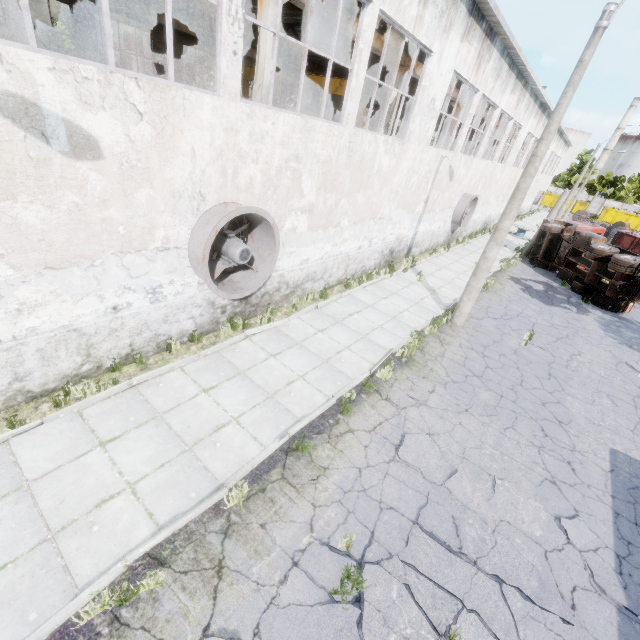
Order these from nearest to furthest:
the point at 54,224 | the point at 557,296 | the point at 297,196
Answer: the point at 54,224
the point at 297,196
the point at 557,296

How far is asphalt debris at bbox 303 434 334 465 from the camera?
6.1m

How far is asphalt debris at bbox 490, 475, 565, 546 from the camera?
5.62m

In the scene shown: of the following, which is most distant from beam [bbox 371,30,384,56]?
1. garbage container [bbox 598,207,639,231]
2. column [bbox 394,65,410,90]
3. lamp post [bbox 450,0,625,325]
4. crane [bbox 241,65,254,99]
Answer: garbage container [bbox 598,207,639,231]

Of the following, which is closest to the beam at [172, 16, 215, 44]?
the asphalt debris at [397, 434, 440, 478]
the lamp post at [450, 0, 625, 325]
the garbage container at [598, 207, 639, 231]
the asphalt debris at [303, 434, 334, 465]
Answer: the lamp post at [450, 0, 625, 325]

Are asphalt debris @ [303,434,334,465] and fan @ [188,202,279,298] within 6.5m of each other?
yes

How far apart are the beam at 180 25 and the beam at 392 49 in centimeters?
1185cm

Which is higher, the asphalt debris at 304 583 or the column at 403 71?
the column at 403 71
